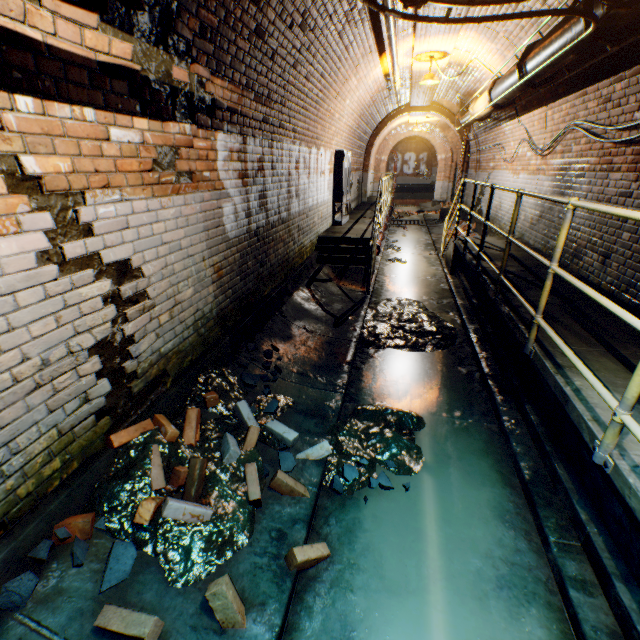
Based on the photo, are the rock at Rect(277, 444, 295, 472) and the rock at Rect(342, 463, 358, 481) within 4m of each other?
yes

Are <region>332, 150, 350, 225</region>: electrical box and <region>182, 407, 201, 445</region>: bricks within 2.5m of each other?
no

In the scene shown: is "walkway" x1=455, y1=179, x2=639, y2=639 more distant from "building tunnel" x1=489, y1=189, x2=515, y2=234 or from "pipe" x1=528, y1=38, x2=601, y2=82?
"pipe" x1=528, y1=38, x2=601, y2=82

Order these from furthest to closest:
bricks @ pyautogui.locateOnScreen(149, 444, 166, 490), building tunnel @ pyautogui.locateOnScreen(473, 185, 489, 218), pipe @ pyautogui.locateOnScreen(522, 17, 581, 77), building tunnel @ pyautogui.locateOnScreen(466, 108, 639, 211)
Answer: building tunnel @ pyautogui.locateOnScreen(473, 185, 489, 218), building tunnel @ pyautogui.locateOnScreen(466, 108, 639, 211), pipe @ pyautogui.locateOnScreen(522, 17, 581, 77), bricks @ pyautogui.locateOnScreen(149, 444, 166, 490)

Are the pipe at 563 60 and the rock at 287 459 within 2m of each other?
no

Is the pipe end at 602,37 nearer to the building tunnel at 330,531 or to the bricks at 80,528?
the building tunnel at 330,531

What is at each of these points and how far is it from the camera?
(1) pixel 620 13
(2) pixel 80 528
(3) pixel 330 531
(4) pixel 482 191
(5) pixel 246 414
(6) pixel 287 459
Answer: (1) pipe, 2.66m
(2) bricks, 1.93m
(3) building tunnel, 2.41m
(4) building tunnel, 10.91m
(5) bricks, 3.00m
(6) rock, 2.80m

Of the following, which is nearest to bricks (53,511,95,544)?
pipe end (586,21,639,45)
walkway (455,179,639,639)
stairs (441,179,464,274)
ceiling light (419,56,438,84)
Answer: walkway (455,179,639,639)
